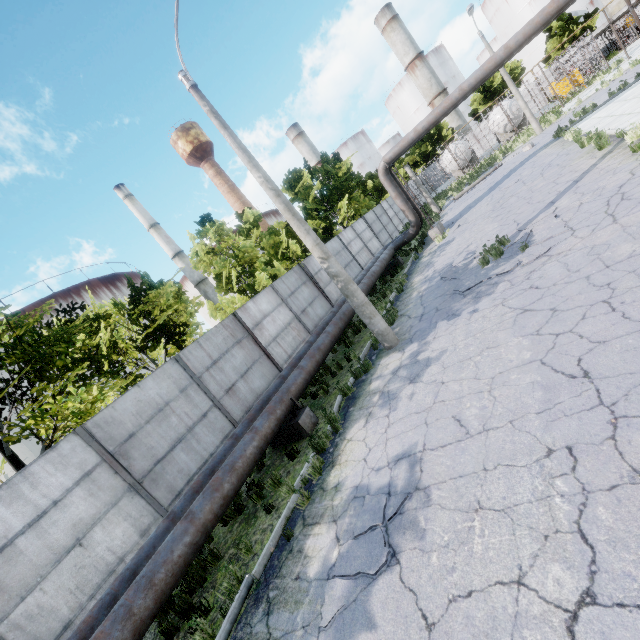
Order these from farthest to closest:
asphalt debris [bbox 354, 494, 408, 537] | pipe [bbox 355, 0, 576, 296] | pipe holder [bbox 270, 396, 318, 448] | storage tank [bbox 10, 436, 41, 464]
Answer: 1. storage tank [bbox 10, 436, 41, 464]
2. pipe [bbox 355, 0, 576, 296]
3. pipe holder [bbox 270, 396, 318, 448]
4. asphalt debris [bbox 354, 494, 408, 537]

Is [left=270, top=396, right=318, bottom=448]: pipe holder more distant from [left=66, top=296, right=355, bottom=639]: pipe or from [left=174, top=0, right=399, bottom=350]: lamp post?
[left=174, top=0, right=399, bottom=350]: lamp post

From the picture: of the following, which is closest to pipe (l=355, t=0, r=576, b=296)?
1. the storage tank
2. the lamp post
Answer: the lamp post

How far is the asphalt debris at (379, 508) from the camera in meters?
4.3

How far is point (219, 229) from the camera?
16.92m

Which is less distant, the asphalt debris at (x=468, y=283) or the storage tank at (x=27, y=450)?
the asphalt debris at (x=468, y=283)

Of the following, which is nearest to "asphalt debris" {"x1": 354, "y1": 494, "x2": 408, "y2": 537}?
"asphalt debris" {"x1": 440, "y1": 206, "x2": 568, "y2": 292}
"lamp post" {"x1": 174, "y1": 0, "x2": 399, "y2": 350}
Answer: "lamp post" {"x1": 174, "y1": 0, "x2": 399, "y2": 350}

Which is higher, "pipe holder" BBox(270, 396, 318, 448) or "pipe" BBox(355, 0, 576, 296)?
"pipe" BBox(355, 0, 576, 296)
